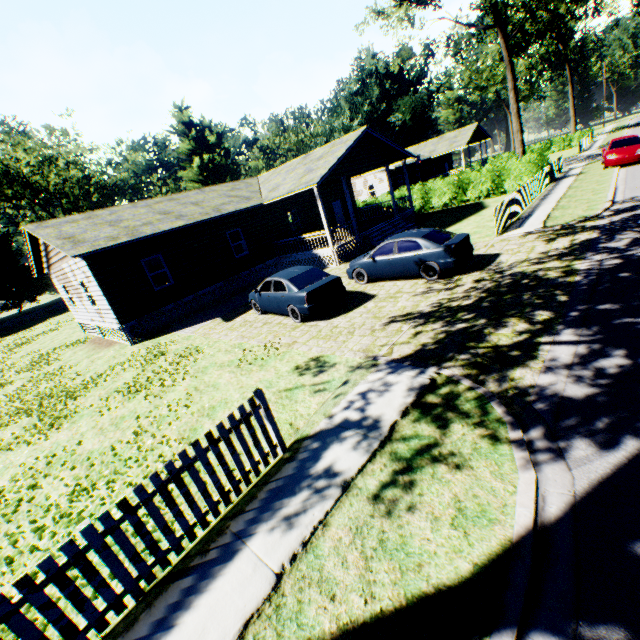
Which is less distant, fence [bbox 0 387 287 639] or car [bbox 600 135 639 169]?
fence [bbox 0 387 287 639]

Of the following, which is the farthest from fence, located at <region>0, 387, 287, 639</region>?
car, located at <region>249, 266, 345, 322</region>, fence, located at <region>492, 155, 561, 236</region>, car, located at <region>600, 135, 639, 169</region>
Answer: car, located at <region>600, 135, 639, 169</region>

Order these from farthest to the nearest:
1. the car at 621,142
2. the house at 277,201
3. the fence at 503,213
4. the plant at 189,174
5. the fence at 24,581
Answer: the plant at 189,174
the car at 621,142
the house at 277,201
the fence at 503,213
the fence at 24,581

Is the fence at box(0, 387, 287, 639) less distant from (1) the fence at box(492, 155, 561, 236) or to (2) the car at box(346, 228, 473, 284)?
(2) the car at box(346, 228, 473, 284)

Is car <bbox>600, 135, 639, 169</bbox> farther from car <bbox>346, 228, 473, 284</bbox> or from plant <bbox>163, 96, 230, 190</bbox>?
car <bbox>346, 228, 473, 284</bbox>

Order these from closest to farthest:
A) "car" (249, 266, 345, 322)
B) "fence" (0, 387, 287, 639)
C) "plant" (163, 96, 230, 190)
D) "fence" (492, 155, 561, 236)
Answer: "fence" (0, 387, 287, 639) → "car" (249, 266, 345, 322) → "fence" (492, 155, 561, 236) → "plant" (163, 96, 230, 190)

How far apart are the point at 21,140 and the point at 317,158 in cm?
3915

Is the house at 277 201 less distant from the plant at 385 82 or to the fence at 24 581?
the fence at 24 581
